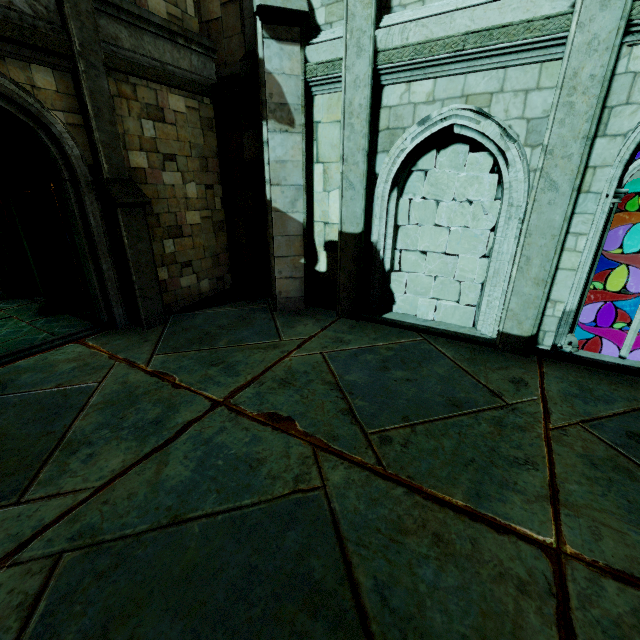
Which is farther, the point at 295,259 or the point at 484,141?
the point at 295,259

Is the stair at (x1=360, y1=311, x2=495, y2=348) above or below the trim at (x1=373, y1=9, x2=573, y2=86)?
below

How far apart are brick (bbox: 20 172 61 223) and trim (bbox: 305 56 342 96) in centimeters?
639cm

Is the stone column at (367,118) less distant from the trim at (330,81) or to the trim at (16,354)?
the trim at (330,81)

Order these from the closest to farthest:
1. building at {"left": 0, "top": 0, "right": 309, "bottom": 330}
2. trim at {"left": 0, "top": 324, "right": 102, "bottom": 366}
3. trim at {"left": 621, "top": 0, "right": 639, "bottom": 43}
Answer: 1. trim at {"left": 621, "top": 0, "right": 639, "bottom": 43}
2. building at {"left": 0, "top": 0, "right": 309, "bottom": 330}
3. trim at {"left": 0, "top": 324, "right": 102, "bottom": 366}

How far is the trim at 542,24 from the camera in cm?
450

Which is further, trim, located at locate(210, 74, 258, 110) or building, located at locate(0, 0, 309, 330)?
trim, located at locate(210, 74, 258, 110)

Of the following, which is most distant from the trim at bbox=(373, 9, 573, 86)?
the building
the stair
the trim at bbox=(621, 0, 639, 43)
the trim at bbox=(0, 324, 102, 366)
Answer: the trim at bbox=(0, 324, 102, 366)
